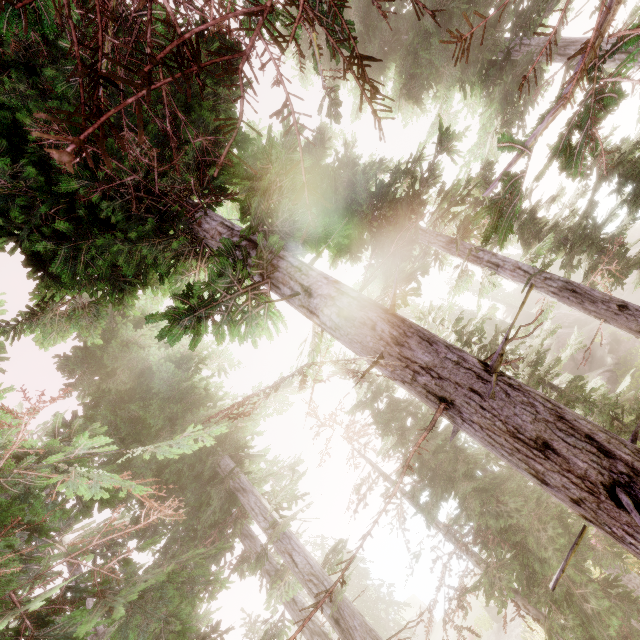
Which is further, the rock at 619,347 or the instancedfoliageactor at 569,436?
the rock at 619,347

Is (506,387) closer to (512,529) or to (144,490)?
(144,490)

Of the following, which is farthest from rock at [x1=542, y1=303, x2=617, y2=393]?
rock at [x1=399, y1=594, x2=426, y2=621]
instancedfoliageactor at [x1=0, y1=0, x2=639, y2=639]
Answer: rock at [x1=399, y1=594, x2=426, y2=621]

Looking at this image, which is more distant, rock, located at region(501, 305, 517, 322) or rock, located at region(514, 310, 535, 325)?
rock, located at region(501, 305, 517, 322)

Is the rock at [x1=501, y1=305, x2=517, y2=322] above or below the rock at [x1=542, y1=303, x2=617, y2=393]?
above

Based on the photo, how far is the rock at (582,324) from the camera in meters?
25.4

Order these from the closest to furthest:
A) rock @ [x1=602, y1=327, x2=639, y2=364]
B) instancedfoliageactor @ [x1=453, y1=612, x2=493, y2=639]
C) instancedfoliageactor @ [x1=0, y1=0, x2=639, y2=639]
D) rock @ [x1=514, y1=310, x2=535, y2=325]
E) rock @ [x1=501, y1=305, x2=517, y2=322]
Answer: instancedfoliageactor @ [x1=0, y1=0, x2=639, y2=639] < instancedfoliageactor @ [x1=453, y1=612, x2=493, y2=639] < rock @ [x1=602, y1=327, x2=639, y2=364] < rock @ [x1=514, y1=310, x2=535, y2=325] < rock @ [x1=501, y1=305, x2=517, y2=322]
